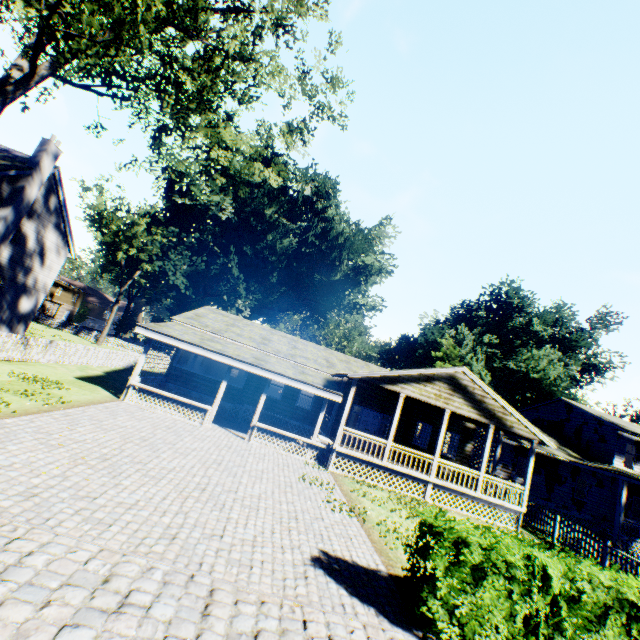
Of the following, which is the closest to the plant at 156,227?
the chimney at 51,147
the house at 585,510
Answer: the house at 585,510

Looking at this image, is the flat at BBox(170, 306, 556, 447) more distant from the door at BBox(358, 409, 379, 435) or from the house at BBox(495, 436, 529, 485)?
the door at BBox(358, 409, 379, 435)

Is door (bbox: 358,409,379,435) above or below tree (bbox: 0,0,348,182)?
below

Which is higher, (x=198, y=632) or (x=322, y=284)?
(x=322, y=284)

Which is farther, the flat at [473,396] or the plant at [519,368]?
the plant at [519,368]

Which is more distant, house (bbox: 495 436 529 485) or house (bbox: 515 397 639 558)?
house (bbox: 495 436 529 485)

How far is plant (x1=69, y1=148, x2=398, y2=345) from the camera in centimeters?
3912cm

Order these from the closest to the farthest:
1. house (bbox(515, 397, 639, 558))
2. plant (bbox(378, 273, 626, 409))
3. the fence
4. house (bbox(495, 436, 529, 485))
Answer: the fence, house (bbox(515, 397, 639, 558)), house (bbox(495, 436, 529, 485)), plant (bbox(378, 273, 626, 409))
